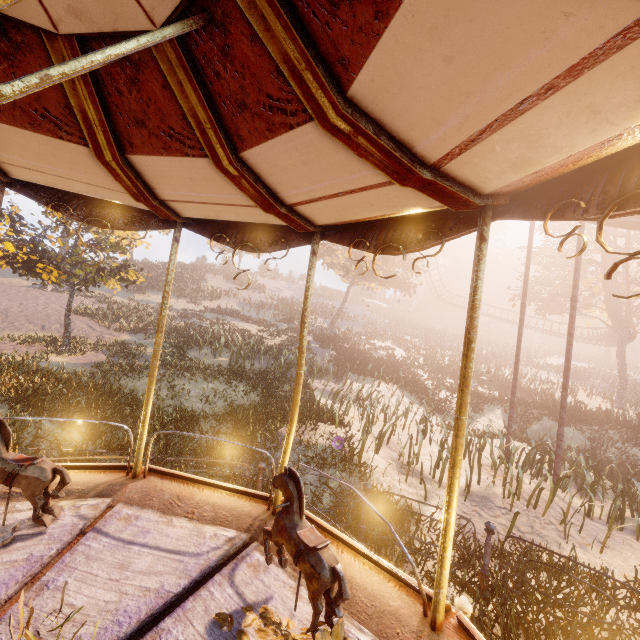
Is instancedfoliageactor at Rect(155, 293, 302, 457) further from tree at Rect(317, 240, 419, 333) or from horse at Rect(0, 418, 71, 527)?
horse at Rect(0, 418, 71, 527)

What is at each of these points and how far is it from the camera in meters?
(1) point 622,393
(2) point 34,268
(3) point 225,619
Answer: (1) tree, 25.1 m
(2) instancedfoliageactor, 11.7 m
(3) instancedfoliageactor, 2.4 m

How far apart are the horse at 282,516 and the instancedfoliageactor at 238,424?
14.6m

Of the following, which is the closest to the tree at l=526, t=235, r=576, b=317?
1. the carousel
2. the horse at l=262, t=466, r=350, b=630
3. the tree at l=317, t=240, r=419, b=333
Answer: the tree at l=317, t=240, r=419, b=333

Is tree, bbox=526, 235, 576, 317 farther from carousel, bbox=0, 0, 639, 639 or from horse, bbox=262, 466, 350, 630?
horse, bbox=262, 466, 350, 630

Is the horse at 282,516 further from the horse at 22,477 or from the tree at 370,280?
the tree at 370,280

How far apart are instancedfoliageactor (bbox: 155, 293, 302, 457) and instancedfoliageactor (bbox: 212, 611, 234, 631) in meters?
14.9 m

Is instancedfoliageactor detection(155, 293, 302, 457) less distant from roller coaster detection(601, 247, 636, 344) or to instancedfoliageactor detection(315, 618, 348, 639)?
roller coaster detection(601, 247, 636, 344)
